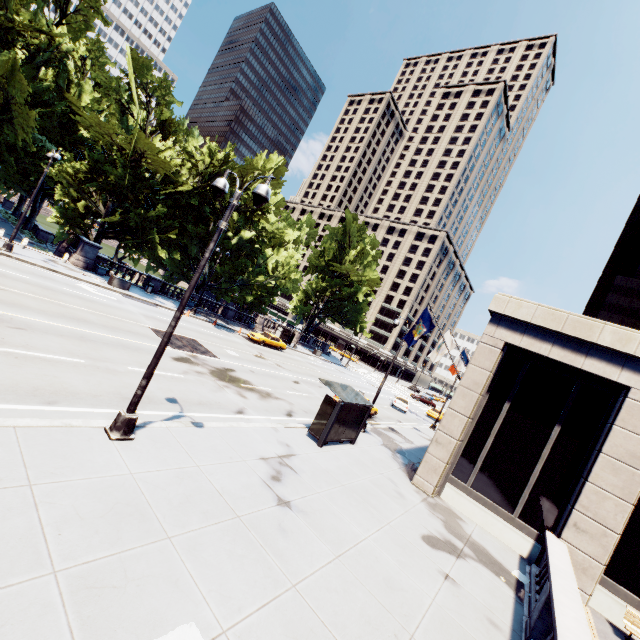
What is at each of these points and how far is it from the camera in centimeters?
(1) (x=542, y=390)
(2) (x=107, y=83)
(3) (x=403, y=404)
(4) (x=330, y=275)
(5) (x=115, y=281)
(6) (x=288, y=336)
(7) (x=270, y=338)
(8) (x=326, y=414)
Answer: (1) building, 1406cm
(2) tree, 2772cm
(3) vehicle, 3625cm
(4) tree, 5491cm
(5) container, 2686cm
(6) bus stop, 4609cm
(7) vehicle, 3581cm
(8) bus stop, 1420cm

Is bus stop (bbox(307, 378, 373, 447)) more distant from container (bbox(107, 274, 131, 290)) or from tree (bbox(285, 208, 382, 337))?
container (bbox(107, 274, 131, 290))

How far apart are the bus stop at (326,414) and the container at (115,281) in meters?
21.6 m

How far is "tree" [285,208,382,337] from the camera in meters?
49.6 m

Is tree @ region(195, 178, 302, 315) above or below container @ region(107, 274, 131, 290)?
above

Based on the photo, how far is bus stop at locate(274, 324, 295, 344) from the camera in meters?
43.2

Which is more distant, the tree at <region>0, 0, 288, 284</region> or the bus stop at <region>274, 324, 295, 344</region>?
the bus stop at <region>274, 324, 295, 344</region>

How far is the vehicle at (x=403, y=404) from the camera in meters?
36.2 m
